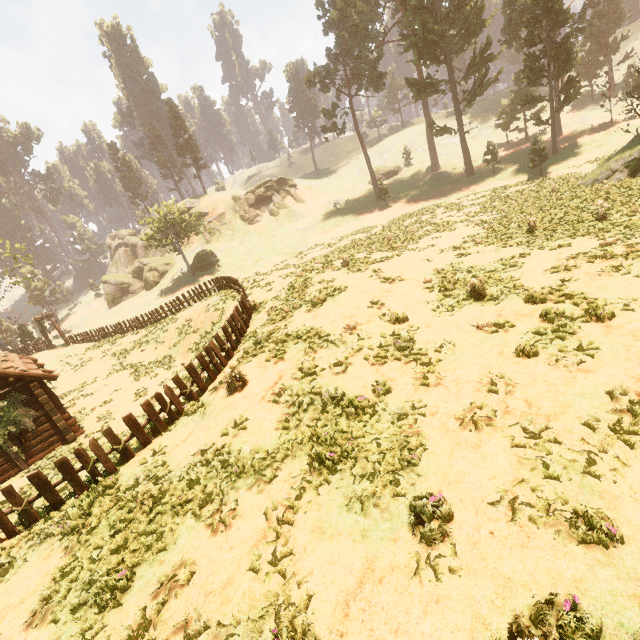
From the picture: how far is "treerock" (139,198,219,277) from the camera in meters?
40.5 m

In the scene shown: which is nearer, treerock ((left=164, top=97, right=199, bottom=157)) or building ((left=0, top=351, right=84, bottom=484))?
building ((left=0, top=351, right=84, bottom=484))

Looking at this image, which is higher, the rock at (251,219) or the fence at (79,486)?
the rock at (251,219)

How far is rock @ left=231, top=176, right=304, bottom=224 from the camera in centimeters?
5541cm

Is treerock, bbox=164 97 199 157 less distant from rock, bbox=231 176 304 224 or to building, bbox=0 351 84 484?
building, bbox=0 351 84 484

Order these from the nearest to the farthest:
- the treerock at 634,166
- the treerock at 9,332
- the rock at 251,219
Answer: the treerock at 634,166 < the treerock at 9,332 < the rock at 251,219

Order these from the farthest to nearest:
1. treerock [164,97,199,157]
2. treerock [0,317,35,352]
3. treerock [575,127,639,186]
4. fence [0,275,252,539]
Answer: treerock [164,97,199,157]
treerock [0,317,35,352]
treerock [575,127,639,186]
fence [0,275,252,539]

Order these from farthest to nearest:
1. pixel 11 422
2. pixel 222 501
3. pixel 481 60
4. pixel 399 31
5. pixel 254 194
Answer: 1. pixel 254 194
2. pixel 399 31
3. pixel 481 60
4. pixel 11 422
5. pixel 222 501
